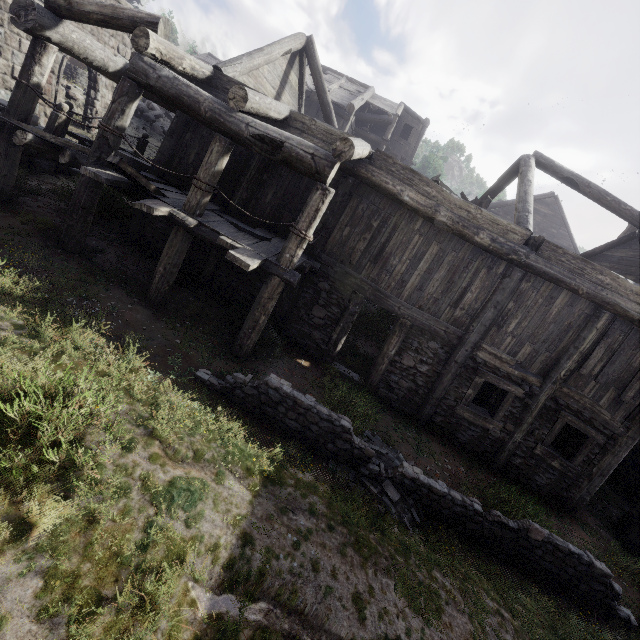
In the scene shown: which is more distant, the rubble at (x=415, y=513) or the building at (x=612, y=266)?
the building at (x=612, y=266)

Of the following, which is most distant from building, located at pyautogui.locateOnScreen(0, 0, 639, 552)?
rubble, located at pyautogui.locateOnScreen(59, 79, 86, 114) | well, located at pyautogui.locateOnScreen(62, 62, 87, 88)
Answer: well, located at pyautogui.locateOnScreen(62, 62, 87, 88)

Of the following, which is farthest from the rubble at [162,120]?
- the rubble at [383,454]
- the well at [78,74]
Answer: the rubble at [383,454]

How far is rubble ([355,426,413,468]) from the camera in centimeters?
637cm

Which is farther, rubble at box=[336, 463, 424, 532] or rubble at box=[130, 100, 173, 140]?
rubble at box=[130, 100, 173, 140]

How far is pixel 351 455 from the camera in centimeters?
598cm

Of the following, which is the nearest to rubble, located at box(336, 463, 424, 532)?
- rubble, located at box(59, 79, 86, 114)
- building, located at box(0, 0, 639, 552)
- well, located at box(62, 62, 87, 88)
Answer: building, located at box(0, 0, 639, 552)

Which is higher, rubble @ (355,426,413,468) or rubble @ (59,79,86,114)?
rubble @ (59,79,86,114)
